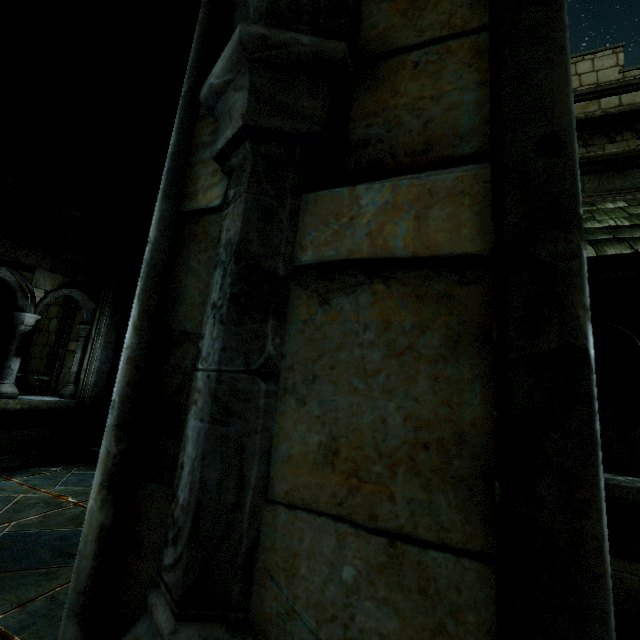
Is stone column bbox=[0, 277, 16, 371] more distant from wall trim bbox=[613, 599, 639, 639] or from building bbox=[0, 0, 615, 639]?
wall trim bbox=[613, 599, 639, 639]

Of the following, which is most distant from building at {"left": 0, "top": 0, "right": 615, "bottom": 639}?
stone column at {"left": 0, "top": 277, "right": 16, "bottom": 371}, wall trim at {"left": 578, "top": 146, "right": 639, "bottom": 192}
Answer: stone column at {"left": 0, "top": 277, "right": 16, "bottom": 371}

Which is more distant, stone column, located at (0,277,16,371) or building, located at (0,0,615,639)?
stone column, located at (0,277,16,371)

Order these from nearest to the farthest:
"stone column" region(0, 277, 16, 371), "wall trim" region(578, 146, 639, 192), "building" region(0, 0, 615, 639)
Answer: "building" region(0, 0, 615, 639) → "wall trim" region(578, 146, 639, 192) → "stone column" region(0, 277, 16, 371)

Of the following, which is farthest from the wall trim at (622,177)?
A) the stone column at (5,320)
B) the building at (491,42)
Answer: the stone column at (5,320)

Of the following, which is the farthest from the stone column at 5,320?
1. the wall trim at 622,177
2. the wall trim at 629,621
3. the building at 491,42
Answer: the wall trim at 629,621

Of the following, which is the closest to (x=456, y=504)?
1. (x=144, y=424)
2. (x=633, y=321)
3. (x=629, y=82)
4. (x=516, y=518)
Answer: (x=516, y=518)

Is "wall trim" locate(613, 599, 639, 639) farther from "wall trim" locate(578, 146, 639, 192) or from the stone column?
the stone column
